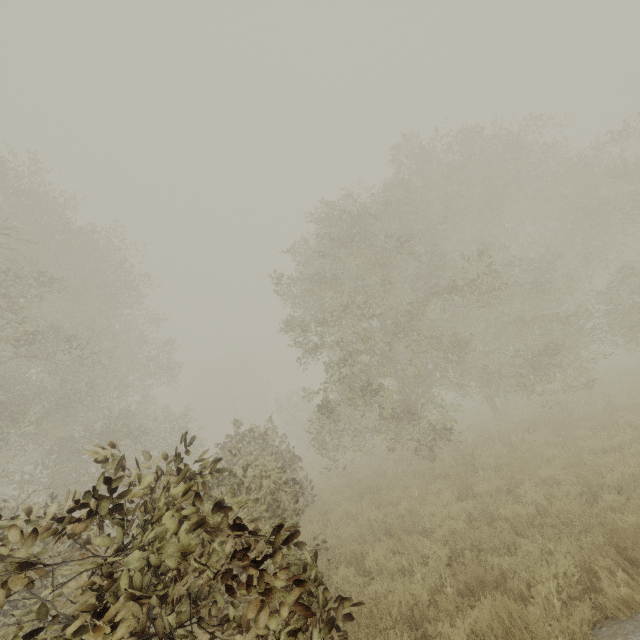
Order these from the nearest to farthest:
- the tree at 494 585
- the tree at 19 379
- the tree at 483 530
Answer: the tree at 19 379, the tree at 494 585, the tree at 483 530

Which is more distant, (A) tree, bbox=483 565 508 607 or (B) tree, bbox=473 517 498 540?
(B) tree, bbox=473 517 498 540

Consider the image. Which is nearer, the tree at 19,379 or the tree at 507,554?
the tree at 19,379

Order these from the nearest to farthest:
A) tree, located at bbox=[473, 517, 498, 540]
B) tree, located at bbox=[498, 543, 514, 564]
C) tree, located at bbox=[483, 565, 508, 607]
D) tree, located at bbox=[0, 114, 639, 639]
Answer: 1. tree, located at bbox=[0, 114, 639, 639]
2. tree, located at bbox=[483, 565, 508, 607]
3. tree, located at bbox=[498, 543, 514, 564]
4. tree, located at bbox=[473, 517, 498, 540]

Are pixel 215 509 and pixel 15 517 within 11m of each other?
yes
